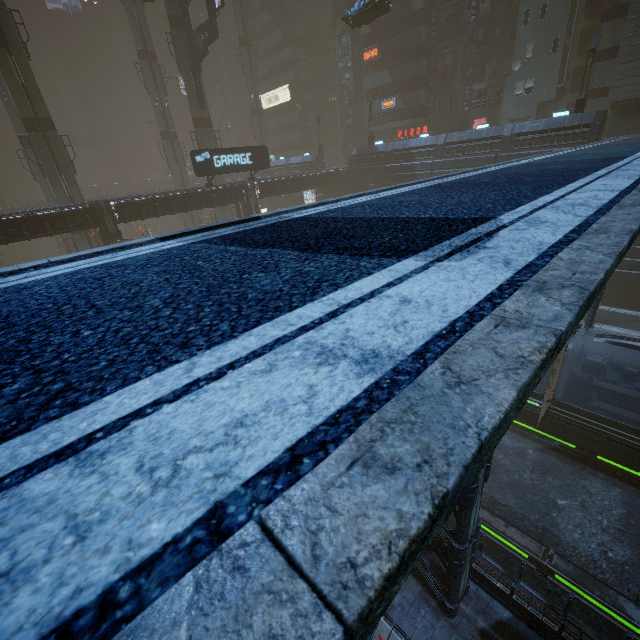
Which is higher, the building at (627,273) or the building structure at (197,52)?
the building structure at (197,52)

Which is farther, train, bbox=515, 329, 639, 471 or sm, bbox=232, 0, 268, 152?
sm, bbox=232, 0, 268, 152

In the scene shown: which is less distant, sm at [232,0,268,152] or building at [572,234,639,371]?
building at [572,234,639,371]

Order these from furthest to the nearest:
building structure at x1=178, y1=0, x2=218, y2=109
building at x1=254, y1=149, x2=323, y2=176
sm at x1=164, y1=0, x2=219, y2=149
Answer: building at x1=254, y1=149, x2=323, y2=176, sm at x1=164, y1=0, x2=219, y2=149, building structure at x1=178, y1=0, x2=218, y2=109

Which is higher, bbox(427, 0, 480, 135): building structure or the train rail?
bbox(427, 0, 480, 135): building structure

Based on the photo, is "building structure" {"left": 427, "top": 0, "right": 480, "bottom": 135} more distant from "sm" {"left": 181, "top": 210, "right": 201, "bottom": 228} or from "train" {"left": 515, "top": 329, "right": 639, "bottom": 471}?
"train" {"left": 515, "top": 329, "right": 639, "bottom": 471}

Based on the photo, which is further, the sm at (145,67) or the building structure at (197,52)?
the sm at (145,67)

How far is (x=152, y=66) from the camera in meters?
41.7
